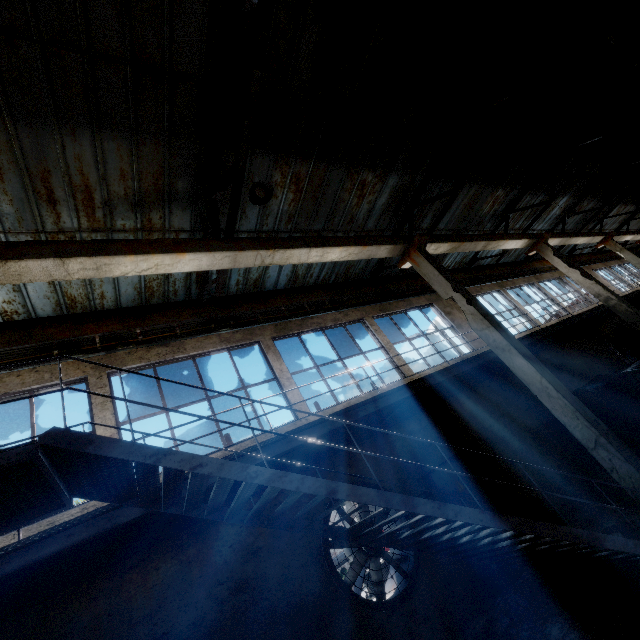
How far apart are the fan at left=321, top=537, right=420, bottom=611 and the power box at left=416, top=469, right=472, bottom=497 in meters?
0.5

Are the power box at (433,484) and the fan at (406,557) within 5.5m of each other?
yes

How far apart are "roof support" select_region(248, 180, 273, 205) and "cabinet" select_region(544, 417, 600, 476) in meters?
11.1 m

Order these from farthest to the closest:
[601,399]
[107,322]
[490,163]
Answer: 1. [490,163]
2. [601,399]
3. [107,322]

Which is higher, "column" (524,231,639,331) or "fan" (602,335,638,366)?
"column" (524,231,639,331)

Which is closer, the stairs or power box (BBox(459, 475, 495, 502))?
the stairs

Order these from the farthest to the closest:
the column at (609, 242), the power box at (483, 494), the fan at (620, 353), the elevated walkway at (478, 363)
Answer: the column at (609, 242), the fan at (620, 353), the power box at (483, 494), the elevated walkway at (478, 363)

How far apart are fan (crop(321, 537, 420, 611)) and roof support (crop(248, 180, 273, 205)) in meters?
6.1 m
